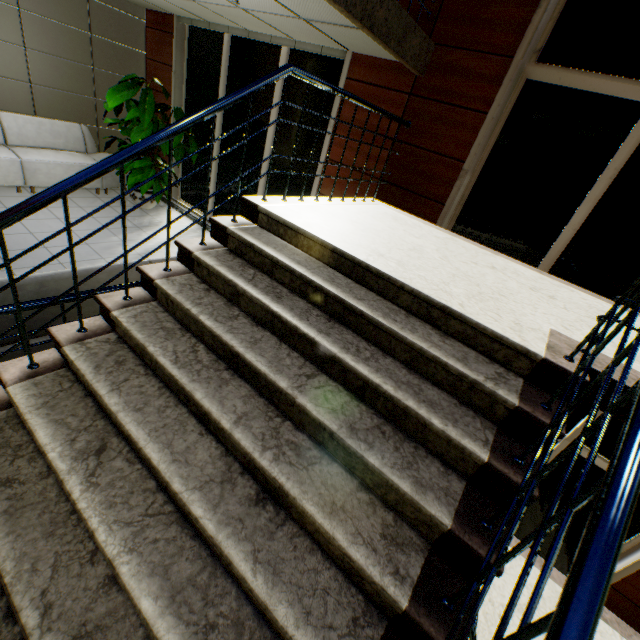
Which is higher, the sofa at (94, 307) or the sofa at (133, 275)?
the sofa at (133, 275)

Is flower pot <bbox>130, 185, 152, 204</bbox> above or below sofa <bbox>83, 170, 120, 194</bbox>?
above

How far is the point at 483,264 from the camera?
3.1m

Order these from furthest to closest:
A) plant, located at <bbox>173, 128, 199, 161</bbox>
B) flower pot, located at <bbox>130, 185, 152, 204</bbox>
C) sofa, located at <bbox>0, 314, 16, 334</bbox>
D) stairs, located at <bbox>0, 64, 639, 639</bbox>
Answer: flower pot, located at <bbox>130, 185, 152, 204</bbox>
plant, located at <bbox>173, 128, 199, 161</bbox>
sofa, located at <bbox>0, 314, 16, 334</bbox>
stairs, located at <bbox>0, 64, 639, 639</bbox>

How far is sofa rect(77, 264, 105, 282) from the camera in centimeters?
232cm

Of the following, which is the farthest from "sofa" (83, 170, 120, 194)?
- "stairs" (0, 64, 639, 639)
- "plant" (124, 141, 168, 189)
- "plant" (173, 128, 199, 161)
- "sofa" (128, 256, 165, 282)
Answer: "stairs" (0, 64, 639, 639)

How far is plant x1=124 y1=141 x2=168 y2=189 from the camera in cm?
558

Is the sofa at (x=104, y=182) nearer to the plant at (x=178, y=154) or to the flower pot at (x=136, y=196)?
the flower pot at (x=136, y=196)
